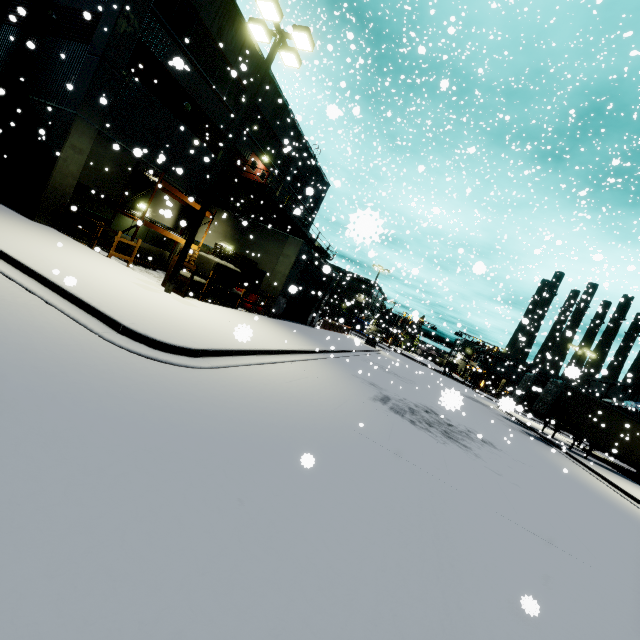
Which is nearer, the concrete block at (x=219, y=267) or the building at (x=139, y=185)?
the concrete block at (x=219, y=267)

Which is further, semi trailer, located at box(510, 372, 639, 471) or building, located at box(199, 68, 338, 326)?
semi trailer, located at box(510, 372, 639, 471)

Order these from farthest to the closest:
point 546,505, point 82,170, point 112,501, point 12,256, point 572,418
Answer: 1. point 572,418
2. point 82,170
3. point 546,505
4. point 12,256
5. point 112,501

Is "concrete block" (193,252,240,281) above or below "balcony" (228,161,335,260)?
below

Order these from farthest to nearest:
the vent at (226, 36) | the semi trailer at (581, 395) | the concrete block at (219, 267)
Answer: the semi trailer at (581, 395) < the vent at (226, 36) < the concrete block at (219, 267)

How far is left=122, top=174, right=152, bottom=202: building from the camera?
16.8m

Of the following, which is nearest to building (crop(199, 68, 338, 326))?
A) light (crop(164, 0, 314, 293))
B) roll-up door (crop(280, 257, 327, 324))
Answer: roll-up door (crop(280, 257, 327, 324))

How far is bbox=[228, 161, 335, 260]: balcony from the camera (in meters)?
22.23
